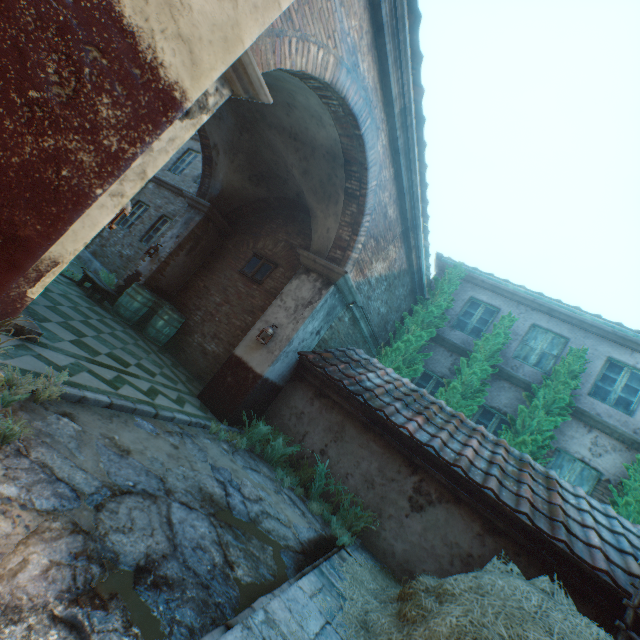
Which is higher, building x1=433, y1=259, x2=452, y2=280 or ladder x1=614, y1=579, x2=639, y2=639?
building x1=433, y1=259, x2=452, y2=280

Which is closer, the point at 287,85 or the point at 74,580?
the point at 74,580

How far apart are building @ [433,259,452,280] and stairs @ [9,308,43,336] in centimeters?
1070cm

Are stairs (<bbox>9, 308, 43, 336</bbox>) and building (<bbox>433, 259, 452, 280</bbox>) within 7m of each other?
no

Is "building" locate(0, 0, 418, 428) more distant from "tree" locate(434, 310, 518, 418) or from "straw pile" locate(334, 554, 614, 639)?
"tree" locate(434, 310, 518, 418)

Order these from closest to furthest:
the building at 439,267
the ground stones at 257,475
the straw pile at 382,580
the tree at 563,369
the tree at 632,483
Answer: the straw pile at 382,580 < the ground stones at 257,475 < the tree at 632,483 < the tree at 563,369 < the building at 439,267

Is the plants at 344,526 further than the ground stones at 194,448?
Yes

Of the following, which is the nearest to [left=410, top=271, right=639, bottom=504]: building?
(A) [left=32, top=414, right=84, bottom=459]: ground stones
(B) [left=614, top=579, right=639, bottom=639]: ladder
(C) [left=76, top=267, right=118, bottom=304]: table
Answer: (B) [left=614, top=579, right=639, bottom=639]: ladder
